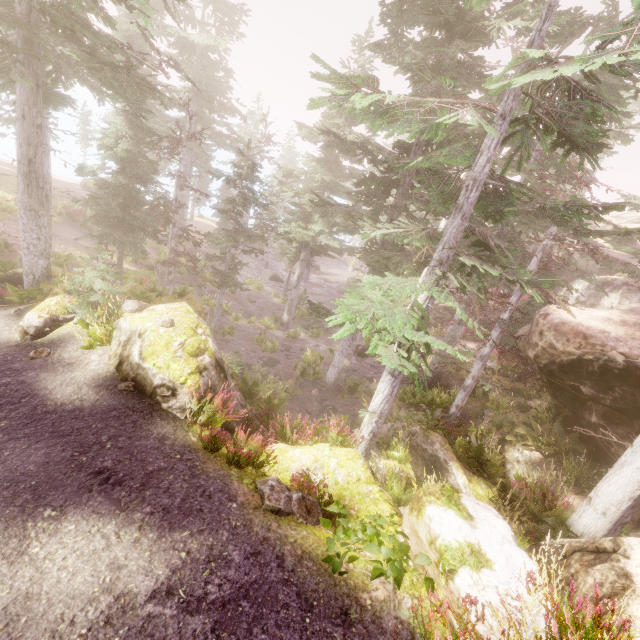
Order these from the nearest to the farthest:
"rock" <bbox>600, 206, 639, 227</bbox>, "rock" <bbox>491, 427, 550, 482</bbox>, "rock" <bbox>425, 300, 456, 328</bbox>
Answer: "rock" <bbox>491, 427, 550, 482</bbox>, "rock" <bbox>425, 300, 456, 328</bbox>, "rock" <bbox>600, 206, 639, 227</bbox>

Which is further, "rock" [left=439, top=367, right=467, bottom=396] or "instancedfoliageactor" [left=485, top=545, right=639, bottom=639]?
"rock" [left=439, top=367, right=467, bottom=396]

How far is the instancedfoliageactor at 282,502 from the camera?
4.3m

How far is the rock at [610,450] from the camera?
9.1 meters

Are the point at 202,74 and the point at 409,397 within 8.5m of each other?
no

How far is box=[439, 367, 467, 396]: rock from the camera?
18.77m

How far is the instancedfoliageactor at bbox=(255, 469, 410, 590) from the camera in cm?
434
